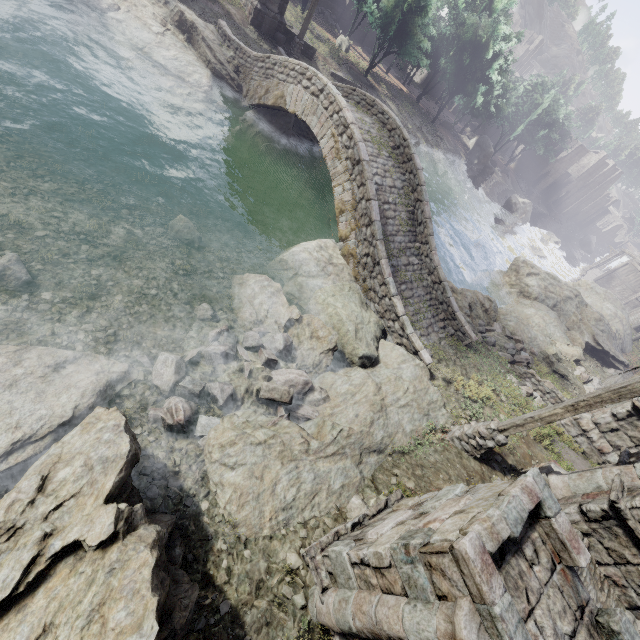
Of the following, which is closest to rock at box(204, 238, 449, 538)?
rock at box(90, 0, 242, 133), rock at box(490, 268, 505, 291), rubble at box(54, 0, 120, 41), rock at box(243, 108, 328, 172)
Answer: rock at box(490, 268, 505, 291)

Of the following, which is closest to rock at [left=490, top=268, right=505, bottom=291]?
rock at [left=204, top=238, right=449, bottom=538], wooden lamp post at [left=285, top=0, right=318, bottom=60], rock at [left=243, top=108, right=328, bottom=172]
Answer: rock at [left=204, top=238, right=449, bottom=538]

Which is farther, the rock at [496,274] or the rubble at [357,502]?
the rock at [496,274]

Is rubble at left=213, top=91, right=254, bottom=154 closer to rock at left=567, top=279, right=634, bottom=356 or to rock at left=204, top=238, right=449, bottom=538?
rock at left=204, top=238, right=449, bottom=538

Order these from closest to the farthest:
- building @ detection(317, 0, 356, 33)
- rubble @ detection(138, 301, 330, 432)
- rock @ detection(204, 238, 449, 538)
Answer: rock @ detection(204, 238, 449, 538) < rubble @ detection(138, 301, 330, 432) < building @ detection(317, 0, 356, 33)

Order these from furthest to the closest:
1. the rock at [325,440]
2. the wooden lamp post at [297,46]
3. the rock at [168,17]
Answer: the wooden lamp post at [297,46] < the rock at [168,17] < the rock at [325,440]

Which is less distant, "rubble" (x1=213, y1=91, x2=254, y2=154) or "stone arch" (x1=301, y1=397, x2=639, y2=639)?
"stone arch" (x1=301, y1=397, x2=639, y2=639)

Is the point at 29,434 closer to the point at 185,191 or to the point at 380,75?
the point at 185,191
